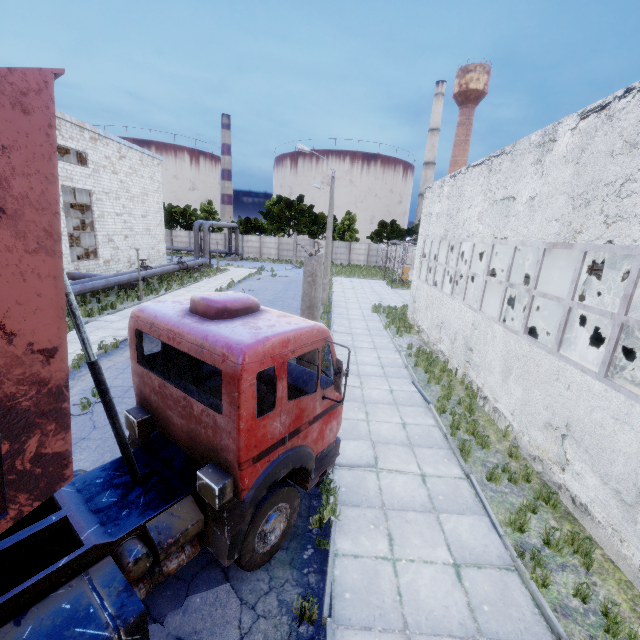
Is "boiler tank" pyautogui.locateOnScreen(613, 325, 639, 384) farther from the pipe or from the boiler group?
the pipe

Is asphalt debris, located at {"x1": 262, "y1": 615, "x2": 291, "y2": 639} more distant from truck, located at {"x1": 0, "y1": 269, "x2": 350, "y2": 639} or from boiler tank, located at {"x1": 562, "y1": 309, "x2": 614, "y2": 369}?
boiler tank, located at {"x1": 562, "y1": 309, "x2": 614, "y2": 369}

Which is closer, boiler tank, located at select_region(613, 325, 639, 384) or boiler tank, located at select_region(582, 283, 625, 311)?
boiler tank, located at select_region(613, 325, 639, 384)

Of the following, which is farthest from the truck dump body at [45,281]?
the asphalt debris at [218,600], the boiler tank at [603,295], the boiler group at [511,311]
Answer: the boiler group at [511,311]

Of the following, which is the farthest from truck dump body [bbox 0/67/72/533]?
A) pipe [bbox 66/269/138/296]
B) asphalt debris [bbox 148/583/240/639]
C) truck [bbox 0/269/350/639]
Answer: pipe [bbox 66/269/138/296]

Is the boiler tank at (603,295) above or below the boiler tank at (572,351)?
above

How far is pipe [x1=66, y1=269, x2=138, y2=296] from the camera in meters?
18.1

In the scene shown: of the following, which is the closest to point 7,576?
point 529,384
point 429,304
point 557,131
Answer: point 529,384
